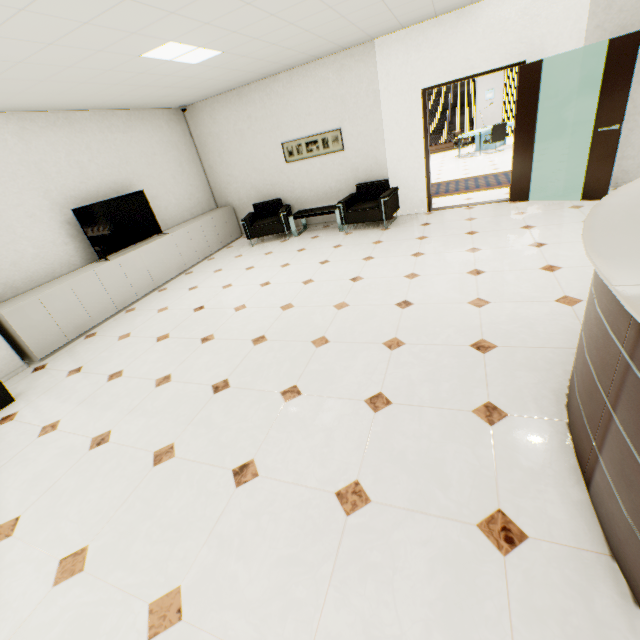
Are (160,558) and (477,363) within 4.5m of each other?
yes

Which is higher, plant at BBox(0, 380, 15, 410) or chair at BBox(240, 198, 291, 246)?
chair at BBox(240, 198, 291, 246)

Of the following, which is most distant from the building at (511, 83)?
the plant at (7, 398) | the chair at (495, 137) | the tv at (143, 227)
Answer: the plant at (7, 398)

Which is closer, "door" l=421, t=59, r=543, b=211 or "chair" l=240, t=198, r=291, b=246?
"door" l=421, t=59, r=543, b=211

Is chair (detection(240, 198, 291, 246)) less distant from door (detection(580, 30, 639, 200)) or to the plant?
the plant

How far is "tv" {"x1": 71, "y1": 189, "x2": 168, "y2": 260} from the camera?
5.2m

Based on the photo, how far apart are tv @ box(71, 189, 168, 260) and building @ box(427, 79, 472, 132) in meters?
69.6

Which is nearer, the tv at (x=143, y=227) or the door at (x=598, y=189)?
the door at (x=598, y=189)
